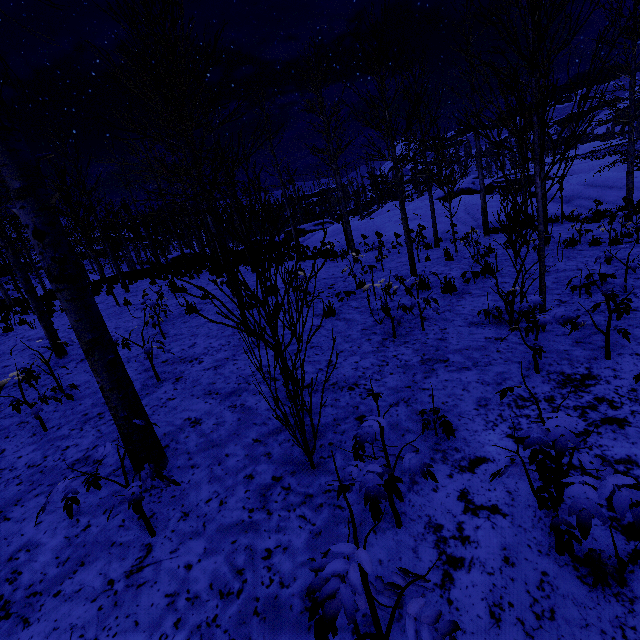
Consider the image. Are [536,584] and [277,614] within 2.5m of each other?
yes

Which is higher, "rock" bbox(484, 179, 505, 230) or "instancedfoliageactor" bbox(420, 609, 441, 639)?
"rock" bbox(484, 179, 505, 230)

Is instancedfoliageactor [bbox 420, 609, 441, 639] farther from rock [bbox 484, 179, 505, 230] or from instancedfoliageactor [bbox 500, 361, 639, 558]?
rock [bbox 484, 179, 505, 230]

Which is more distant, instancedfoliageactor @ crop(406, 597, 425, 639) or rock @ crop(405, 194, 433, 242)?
rock @ crop(405, 194, 433, 242)

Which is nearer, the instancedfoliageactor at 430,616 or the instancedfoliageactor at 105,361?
the instancedfoliageactor at 430,616

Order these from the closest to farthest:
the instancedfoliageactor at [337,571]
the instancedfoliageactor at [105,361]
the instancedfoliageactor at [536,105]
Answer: the instancedfoliageactor at [337,571], the instancedfoliageactor at [105,361], the instancedfoliageactor at [536,105]

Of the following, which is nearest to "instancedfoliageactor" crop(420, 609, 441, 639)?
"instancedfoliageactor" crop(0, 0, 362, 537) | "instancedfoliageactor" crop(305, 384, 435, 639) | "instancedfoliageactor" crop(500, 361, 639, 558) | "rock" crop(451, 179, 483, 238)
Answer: "instancedfoliageactor" crop(500, 361, 639, 558)

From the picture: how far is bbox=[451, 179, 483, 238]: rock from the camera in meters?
18.5
